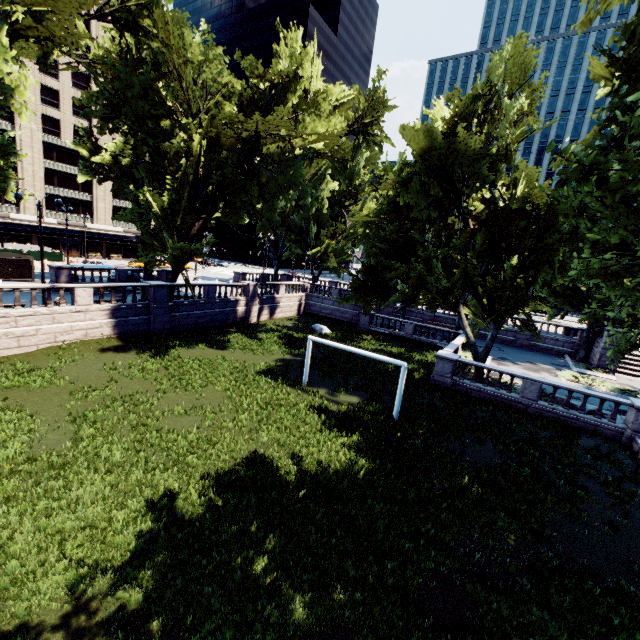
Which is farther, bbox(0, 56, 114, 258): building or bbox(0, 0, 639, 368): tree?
bbox(0, 56, 114, 258): building

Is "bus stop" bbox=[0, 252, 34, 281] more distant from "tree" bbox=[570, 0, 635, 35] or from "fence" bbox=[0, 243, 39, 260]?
"fence" bbox=[0, 243, 39, 260]

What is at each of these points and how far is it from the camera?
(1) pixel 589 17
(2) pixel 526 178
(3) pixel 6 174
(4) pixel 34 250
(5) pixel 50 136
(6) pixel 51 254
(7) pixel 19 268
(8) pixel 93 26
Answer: (1) tree, 9.02m
(2) tree, 27.48m
(3) tree, 22.59m
(4) fence, 39.62m
(5) building, 50.47m
(6) fence, 41.09m
(7) bus stop, 28.70m
(8) building, 51.81m

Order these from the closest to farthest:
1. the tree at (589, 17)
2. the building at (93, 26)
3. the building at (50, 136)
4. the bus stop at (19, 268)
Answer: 1. the tree at (589, 17)
2. the bus stop at (19, 268)
3. the building at (50, 136)
4. the building at (93, 26)

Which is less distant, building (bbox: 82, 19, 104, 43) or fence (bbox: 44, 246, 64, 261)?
fence (bbox: 44, 246, 64, 261)

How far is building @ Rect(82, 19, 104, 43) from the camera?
51.50m

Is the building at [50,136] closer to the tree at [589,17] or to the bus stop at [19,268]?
the tree at [589,17]
